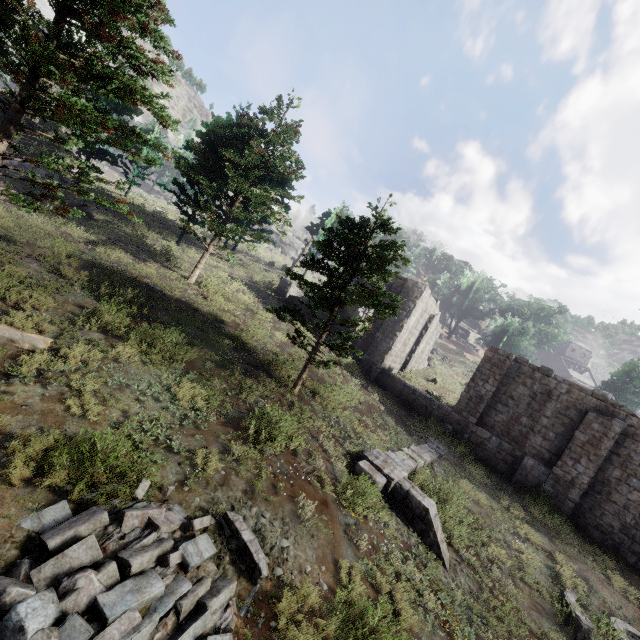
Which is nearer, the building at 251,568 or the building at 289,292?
the building at 251,568

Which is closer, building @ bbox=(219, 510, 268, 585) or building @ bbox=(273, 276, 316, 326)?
building @ bbox=(219, 510, 268, 585)

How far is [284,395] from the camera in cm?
1159

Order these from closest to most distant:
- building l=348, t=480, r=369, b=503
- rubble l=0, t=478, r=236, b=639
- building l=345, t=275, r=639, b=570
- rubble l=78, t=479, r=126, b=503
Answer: rubble l=0, t=478, r=236, b=639, rubble l=78, t=479, r=126, b=503, building l=348, t=480, r=369, b=503, building l=345, t=275, r=639, b=570

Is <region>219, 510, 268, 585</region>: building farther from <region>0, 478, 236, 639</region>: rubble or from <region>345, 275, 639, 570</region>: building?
<region>345, 275, 639, 570</region>: building

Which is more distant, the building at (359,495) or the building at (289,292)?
the building at (289,292)
